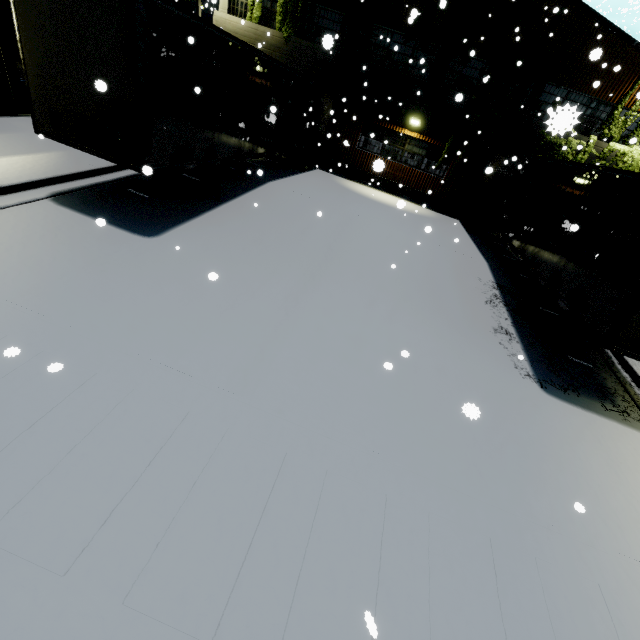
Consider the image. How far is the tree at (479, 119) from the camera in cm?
1648

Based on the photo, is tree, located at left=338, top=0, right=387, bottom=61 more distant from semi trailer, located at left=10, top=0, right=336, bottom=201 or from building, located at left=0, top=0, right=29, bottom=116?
semi trailer, located at left=10, top=0, right=336, bottom=201

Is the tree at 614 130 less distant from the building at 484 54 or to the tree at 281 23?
the building at 484 54

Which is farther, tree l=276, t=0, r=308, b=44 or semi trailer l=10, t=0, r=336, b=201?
tree l=276, t=0, r=308, b=44

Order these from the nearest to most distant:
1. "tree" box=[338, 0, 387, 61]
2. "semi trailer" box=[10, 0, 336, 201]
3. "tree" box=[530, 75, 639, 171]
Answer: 1. "semi trailer" box=[10, 0, 336, 201]
2. "tree" box=[530, 75, 639, 171]
3. "tree" box=[338, 0, 387, 61]

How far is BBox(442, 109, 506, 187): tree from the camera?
16.5 meters

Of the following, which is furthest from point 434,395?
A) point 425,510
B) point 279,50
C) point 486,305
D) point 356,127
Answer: point 279,50

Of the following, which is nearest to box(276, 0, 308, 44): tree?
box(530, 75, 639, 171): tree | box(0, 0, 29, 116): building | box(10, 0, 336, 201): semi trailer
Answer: box(0, 0, 29, 116): building
